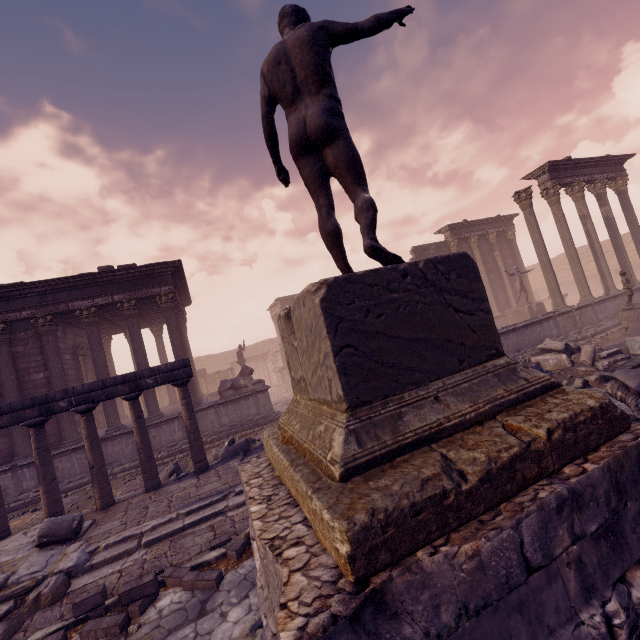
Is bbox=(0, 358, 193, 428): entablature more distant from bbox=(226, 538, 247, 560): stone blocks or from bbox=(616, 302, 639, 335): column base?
bbox=(616, 302, 639, 335): column base

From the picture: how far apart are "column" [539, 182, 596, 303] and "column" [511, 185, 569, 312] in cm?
85

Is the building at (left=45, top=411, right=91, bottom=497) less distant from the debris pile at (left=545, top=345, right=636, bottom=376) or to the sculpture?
the debris pile at (left=545, top=345, right=636, bottom=376)

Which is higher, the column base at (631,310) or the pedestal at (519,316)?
the pedestal at (519,316)

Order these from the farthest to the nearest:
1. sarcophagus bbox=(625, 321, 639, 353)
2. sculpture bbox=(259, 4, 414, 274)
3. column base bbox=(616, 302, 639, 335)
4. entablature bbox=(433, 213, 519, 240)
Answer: entablature bbox=(433, 213, 519, 240)
column base bbox=(616, 302, 639, 335)
sarcophagus bbox=(625, 321, 639, 353)
sculpture bbox=(259, 4, 414, 274)

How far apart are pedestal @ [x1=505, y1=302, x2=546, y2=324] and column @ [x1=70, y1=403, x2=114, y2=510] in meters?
18.4 m

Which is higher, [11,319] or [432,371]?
[11,319]

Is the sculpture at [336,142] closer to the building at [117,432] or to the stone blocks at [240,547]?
the stone blocks at [240,547]
